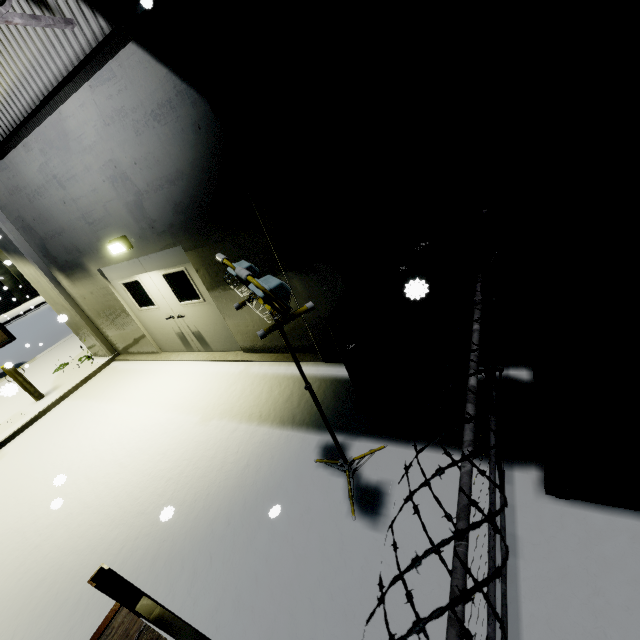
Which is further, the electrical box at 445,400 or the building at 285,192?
the electrical box at 445,400

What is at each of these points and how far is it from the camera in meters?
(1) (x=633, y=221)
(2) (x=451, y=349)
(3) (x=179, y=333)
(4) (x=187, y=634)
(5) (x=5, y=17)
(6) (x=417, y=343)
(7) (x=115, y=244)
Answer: (1) shelf, 1.9
(2) electrical box, 3.2
(3) door, 7.6
(4) shelf, 1.1
(5) pipe, 3.5
(6) electrical box, 3.3
(7) light, 6.1

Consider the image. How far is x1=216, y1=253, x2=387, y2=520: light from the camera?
2.0m

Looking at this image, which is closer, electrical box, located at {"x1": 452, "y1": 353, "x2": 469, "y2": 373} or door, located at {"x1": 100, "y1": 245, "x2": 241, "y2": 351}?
electrical box, located at {"x1": 452, "y1": 353, "x2": 469, "y2": 373}

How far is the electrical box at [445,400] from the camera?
3.5m

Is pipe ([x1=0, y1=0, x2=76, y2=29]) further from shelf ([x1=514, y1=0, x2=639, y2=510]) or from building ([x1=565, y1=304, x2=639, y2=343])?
shelf ([x1=514, y1=0, x2=639, y2=510])

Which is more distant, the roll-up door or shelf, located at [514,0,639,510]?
the roll-up door

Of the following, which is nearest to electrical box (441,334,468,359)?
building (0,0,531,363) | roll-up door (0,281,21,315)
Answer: building (0,0,531,363)
